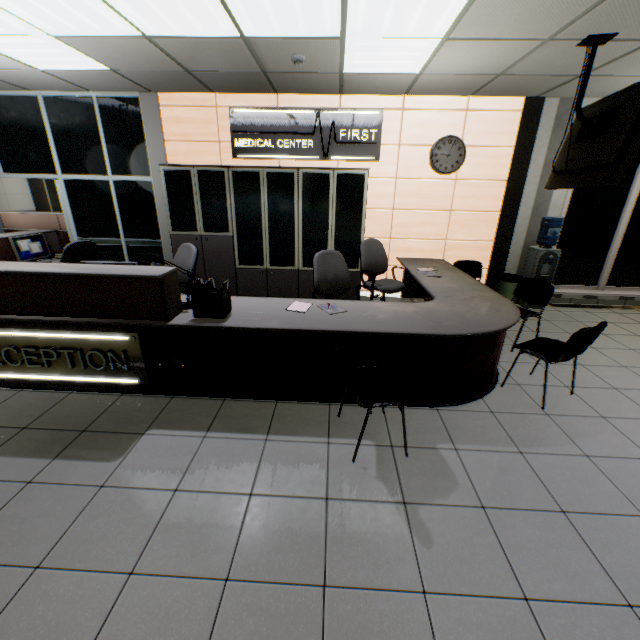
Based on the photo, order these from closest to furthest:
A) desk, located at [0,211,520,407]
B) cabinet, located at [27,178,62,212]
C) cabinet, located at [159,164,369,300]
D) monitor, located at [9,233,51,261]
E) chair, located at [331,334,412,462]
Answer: chair, located at [331,334,412,462] → desk, located at [0,211,520,407] → monitor, located at [9,233,51,261] → cabinet, located at [159,164,369,300] → cabinet, located at [27,178,62,212]

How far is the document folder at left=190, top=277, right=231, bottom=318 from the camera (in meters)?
2.81

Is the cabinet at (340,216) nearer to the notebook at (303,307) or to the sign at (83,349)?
the notebook at (303,307)

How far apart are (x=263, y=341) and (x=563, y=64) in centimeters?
464cm

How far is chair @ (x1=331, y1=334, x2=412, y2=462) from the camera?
2.2m

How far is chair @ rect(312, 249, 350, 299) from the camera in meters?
3.8 m

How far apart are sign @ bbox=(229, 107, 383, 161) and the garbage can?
2.94m

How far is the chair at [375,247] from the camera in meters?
4.6
